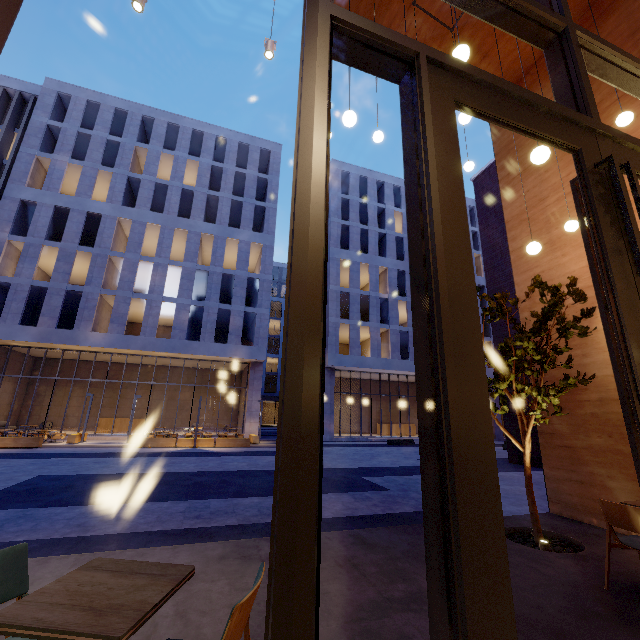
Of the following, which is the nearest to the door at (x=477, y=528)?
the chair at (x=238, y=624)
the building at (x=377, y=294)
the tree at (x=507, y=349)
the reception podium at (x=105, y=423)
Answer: the chair at (x=238, y=624)

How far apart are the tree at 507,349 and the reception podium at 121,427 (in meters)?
27.05

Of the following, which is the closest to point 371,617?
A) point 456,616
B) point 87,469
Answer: point 456,616

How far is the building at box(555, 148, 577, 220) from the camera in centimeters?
627cm

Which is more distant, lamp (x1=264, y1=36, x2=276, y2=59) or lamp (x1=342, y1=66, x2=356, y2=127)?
lamp (x1=264, y1=36, x2=276, y2=59)

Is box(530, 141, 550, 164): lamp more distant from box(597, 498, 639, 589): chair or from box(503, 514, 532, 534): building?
box(597, 498, 639, 589): chair

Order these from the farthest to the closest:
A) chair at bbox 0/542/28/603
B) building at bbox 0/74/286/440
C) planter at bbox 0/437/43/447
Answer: building at bbox 0/74/286/440
planter at bbox 0/437/43/447
chair at bbox 0/542/28/603

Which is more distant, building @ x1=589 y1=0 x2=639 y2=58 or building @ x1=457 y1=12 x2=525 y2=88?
building @ x1=457 y1=12 x2=525 y2=88
